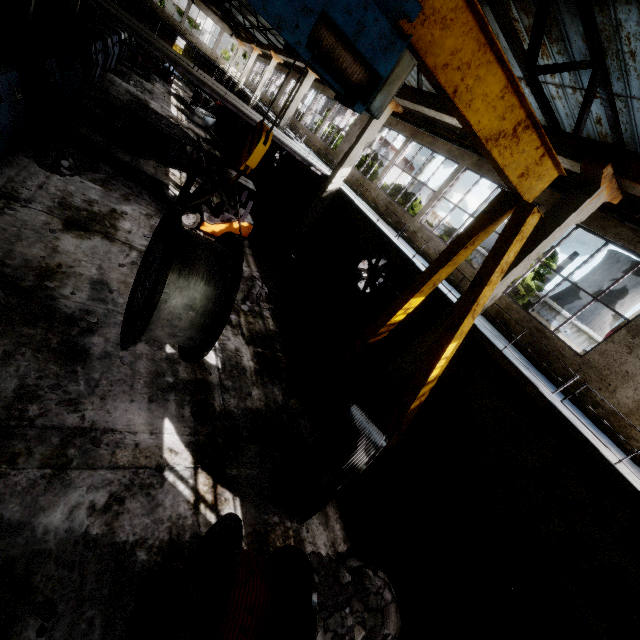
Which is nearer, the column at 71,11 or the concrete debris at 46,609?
the concrete debris at 46,609

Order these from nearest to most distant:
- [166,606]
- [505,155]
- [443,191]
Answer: [166,606]
[505,155]
[443,191]

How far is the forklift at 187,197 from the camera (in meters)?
10.71

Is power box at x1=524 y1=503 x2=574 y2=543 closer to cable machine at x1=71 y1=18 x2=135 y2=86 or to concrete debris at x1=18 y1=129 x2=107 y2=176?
concrete debris at x1=18 y1=129 x2=107 y2=176

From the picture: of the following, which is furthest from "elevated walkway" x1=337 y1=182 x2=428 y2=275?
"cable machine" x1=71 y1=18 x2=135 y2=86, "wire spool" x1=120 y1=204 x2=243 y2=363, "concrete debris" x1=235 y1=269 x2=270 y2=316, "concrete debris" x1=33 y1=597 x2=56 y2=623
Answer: "concrete debris" x1=33 y1=597 x2=56 y2=623

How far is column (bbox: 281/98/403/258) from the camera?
12.76m

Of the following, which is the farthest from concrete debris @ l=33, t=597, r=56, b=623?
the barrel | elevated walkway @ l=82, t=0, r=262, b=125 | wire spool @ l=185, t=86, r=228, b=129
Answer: wire spool @ l=185, t=86, r=228, b=129

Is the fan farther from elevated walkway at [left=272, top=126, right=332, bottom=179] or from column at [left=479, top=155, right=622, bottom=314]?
column at [left=479, top=155, right=622, bottom=314]
